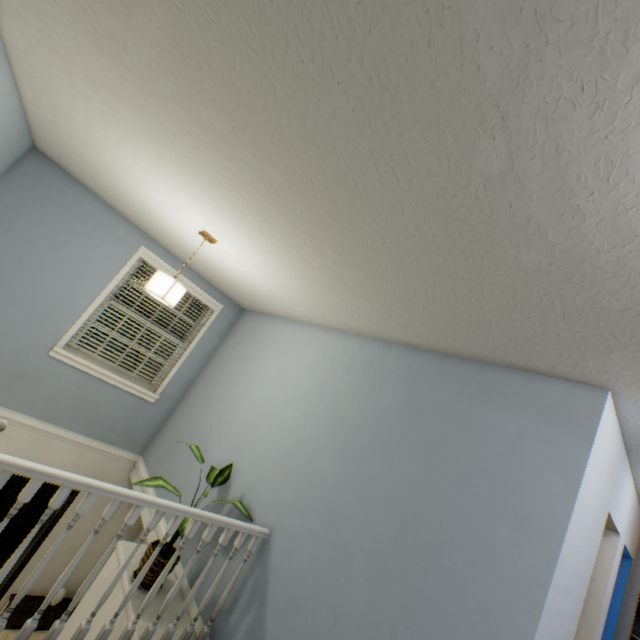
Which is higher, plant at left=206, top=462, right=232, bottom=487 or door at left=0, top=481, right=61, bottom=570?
plant at left=206, top=462, right=232, bottom=487

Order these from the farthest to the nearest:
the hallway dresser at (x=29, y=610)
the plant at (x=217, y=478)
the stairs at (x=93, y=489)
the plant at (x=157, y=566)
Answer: the hallway dresser at (x=29, y=610), the plant at (x=217, y=478), the plant at (x=157, y=566), the stairs at (x=93, y=489)

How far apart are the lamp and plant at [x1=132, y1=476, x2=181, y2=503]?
1.2m

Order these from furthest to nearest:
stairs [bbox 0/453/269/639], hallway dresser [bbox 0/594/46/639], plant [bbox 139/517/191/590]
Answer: hallway dresser [bbox 0/594/46/639]
plant [bbox 139/517/191/590]
stairs [bbox 0/453/269/639]

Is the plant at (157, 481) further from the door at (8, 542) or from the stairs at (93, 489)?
the door at (8, 542)

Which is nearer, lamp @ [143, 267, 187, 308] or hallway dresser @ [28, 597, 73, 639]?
lamp @ [143, 267, 187, 308]

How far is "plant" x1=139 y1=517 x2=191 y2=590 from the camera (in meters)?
2.11

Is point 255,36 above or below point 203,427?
above
